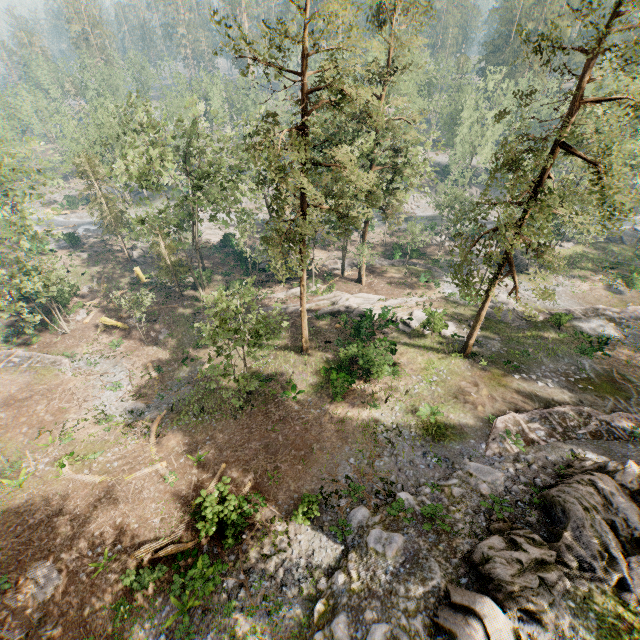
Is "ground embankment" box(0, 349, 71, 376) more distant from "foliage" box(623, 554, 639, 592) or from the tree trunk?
the tree trunk

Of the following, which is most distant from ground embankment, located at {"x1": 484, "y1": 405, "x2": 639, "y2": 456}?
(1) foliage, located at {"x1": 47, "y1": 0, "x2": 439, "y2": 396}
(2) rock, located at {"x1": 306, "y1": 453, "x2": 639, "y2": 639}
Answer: (1) foliage, located at {"x1": 47, "y1": 0, "x2": 439, "y2": 396}

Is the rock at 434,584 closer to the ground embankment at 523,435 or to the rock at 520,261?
the ground embankment at 523,435

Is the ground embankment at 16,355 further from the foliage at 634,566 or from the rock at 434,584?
the rock at 434,584

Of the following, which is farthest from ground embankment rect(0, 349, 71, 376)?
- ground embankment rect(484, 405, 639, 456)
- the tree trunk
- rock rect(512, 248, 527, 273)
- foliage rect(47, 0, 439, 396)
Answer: rock rect(512, 248, 527, 273)

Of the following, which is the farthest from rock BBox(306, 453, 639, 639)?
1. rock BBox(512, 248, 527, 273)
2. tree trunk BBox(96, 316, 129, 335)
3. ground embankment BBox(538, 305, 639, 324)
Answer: tree trunk BBox(96, 316, 129, 335)

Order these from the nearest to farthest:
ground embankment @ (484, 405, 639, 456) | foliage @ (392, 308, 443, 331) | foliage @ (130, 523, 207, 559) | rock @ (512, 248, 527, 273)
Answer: foliage @ (130, 523, 207, 559)
ground embankment @ (484, 405, 639, 456)
foliage @ (392, 308, 443, 331)
rock @ (512, 248, 527, 273)

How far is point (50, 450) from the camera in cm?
2116
